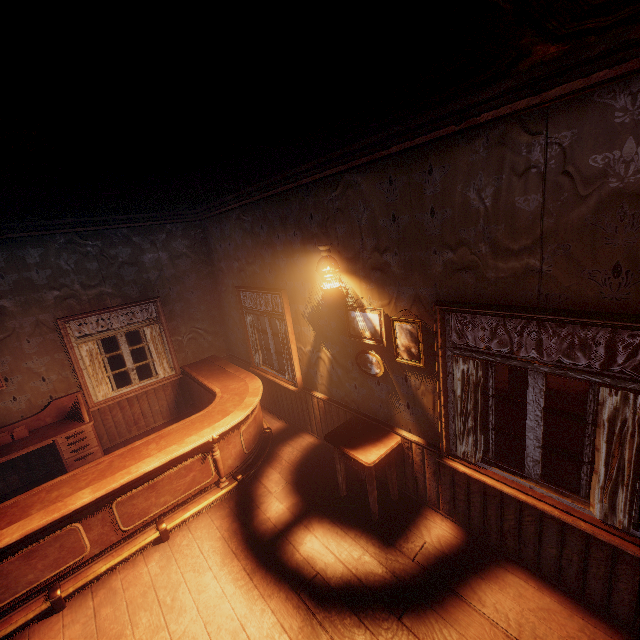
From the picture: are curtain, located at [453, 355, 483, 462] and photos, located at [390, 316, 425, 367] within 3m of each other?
yes

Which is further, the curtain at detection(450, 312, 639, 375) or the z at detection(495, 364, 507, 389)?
the z at detection(495, 364, 507, 389)

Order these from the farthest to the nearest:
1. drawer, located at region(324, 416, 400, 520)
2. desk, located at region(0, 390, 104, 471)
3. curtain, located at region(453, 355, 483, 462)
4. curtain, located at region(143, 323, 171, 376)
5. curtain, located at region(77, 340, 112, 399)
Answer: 1. curtain, located at region(143, 323, 171, 376)
2. curtain, located at region(77, 340, 112, 399)
3. desk, located at region(0, 390, 104, 471)
4. drawer, located at region(324, 416, 400, 520)
5. curtain, located at region(453, 355, 483, 462)

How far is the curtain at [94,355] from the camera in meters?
5.4

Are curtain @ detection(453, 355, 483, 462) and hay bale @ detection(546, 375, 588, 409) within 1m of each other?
no

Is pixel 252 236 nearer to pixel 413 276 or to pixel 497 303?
pixel 413 276

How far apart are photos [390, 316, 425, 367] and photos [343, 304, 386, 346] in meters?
0.1

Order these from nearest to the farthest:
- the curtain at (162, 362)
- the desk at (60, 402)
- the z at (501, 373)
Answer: the desk at (60, 402) → the curtain at (162, 362) → the z at (501, 373)
